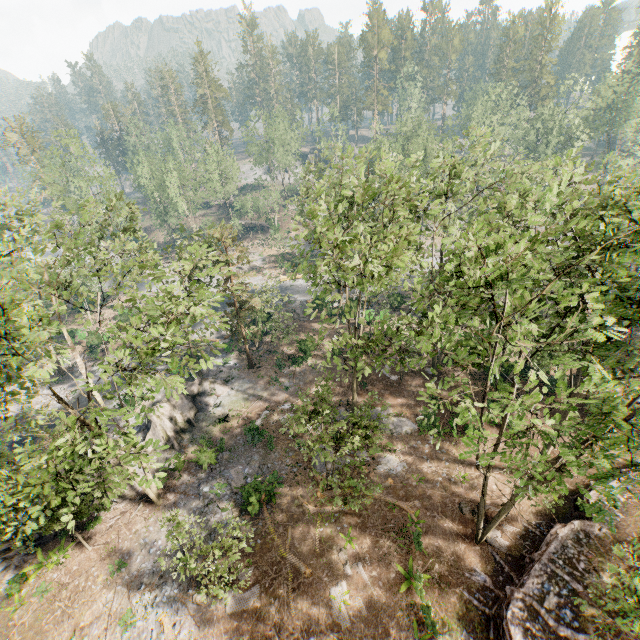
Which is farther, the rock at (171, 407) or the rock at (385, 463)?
the rock at (171, 407)

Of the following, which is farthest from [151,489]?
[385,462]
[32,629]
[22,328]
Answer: [385,462]

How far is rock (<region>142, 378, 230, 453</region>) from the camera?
26.2m

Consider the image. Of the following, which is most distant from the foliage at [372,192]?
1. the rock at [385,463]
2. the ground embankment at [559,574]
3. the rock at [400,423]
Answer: the rock at [385,463]

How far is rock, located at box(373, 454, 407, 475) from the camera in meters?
Result: 23.0 m

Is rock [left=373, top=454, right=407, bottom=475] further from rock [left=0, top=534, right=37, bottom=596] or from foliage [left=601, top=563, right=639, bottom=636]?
rock [left=0, top=534, right=37, bottom=596]

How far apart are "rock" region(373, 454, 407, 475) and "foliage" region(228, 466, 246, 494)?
9.3 meters
